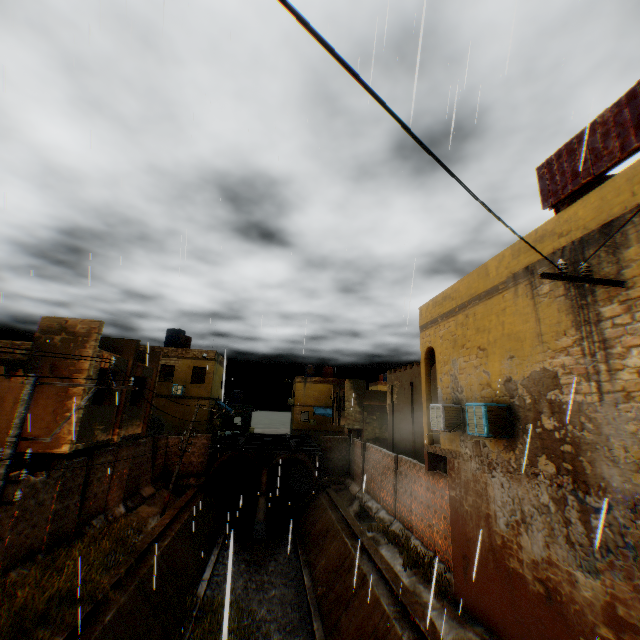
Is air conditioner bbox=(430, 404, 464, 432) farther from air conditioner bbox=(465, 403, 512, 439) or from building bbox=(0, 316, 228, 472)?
air conditioner bbox=(465, 403, 512, 439)

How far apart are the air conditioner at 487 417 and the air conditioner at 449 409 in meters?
1.2

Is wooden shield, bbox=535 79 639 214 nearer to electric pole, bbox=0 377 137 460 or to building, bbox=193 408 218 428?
building, bbox=193 408 218 428

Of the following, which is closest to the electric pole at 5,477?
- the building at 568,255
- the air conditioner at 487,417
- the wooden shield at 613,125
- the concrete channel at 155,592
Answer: the building at 568,255

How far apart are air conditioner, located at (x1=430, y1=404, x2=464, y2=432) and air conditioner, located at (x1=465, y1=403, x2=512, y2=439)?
1.2m

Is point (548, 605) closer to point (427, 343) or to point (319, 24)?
point (427, 343)

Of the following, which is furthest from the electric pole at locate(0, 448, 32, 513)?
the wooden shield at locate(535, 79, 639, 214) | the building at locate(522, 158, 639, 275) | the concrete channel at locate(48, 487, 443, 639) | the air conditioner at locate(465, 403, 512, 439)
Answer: the wooden shield at locate(535, 79, 639, 214)

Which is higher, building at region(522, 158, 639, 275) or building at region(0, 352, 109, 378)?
building at region(522, 158, 639, 275)
